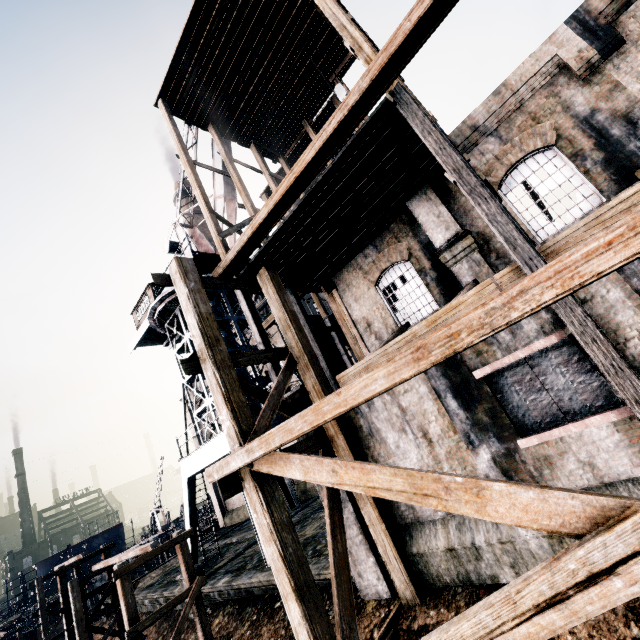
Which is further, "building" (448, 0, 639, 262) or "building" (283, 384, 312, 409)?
"building" (283, 384, 312, 409)

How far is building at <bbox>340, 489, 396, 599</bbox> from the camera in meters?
9.1

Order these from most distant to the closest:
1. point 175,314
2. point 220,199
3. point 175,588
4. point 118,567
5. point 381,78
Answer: point 175,314, point 220,199, point 175,588, point 118,567, point 381,78

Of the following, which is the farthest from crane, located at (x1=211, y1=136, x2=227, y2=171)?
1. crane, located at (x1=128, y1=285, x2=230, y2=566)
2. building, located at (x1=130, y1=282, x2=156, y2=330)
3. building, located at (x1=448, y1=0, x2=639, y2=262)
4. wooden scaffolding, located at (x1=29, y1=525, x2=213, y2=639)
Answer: wooden scaffolding, located at (x1=29, y1=525, x2=213, y2=639)

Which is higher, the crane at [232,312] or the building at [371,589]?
the crane at [232,312]

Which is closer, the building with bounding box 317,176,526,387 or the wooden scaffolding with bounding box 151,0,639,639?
the wooden scaffolding with bounding box 151,0,639,639

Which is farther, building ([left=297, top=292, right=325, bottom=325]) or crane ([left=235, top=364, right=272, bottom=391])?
building ([left=297, top=292, right=325, bottom=325])

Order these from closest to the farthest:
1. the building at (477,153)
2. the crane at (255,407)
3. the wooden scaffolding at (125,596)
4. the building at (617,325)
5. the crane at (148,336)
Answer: the building at (617,325), the building at (477,153), the wooden scaffolding at (125,596), the crane at (255,407), the crane at (148,336)
